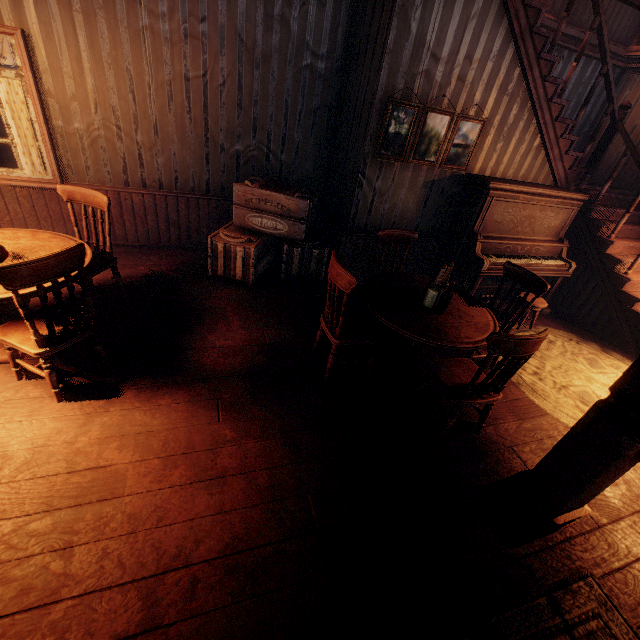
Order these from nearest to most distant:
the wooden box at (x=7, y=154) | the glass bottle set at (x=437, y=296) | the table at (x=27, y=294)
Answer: the table at (x=27, y=294) < the glass bottle set at (x=437, y=296) < the wooden box at (x=7, y=154)

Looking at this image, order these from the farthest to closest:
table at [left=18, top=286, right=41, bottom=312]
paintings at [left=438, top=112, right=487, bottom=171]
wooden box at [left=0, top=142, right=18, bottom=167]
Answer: wooden box at [left=0, top=142, right=18, bottom=167] → paintings at [left=438, top=112, right=487, bottom=171] → table at [left=18, top=286, right=41, bottom=312]

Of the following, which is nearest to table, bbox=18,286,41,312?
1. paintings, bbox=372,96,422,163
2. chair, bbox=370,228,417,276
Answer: chair, bbox=370,228,417,276

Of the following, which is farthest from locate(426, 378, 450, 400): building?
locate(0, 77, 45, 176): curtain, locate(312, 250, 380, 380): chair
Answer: locate(312, 250, 380, 380): chair

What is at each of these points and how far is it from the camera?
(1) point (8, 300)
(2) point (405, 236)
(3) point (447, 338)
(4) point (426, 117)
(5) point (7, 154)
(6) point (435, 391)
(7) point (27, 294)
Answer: (1) table, 2.35m
(2) chair, 4.00m
(3) table, 2.84m
(4) paintings, 4.05m
(5) wooden box, 5.27m
(6) building, 3.45m
(7) table, 2.41m

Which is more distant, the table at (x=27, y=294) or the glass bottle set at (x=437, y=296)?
the glass bottle set at (x=437, y=296)

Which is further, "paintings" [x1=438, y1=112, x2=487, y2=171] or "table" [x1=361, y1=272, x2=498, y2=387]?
"paintings" [x1=438, y1=112, x2=487, y2=171]

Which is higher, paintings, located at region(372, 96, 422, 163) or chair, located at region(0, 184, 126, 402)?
paintings, located at region(372, 96, 422, 163)
